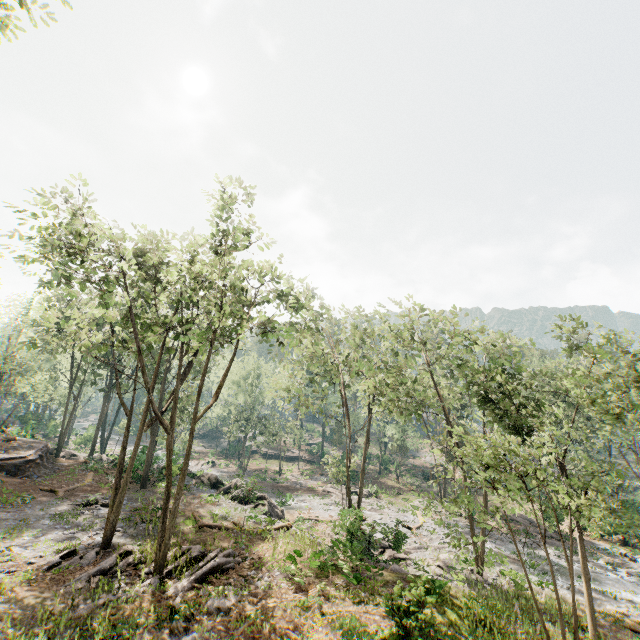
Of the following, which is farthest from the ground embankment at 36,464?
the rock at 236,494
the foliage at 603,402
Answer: the rock at 236,494

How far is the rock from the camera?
22.0 meters

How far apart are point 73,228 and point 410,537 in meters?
33.0

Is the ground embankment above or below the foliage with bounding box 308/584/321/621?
above

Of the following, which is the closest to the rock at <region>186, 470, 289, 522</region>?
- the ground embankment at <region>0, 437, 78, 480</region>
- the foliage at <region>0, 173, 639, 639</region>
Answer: the foliage at <region>0, 173, 639, 639</region>

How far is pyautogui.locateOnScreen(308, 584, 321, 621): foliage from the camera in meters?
12.7

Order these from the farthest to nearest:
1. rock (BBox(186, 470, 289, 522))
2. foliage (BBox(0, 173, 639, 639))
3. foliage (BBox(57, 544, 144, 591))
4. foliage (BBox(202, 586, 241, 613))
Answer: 1. rock (BBox(186, 470, 289, 522))
2. foliage (BBox(0, 173, 639, 639))
3. foliage (BBox(57, 544, 144, 591))
4. foliage (BBox(202, 586, 241, 613))

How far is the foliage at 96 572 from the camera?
13.15m
